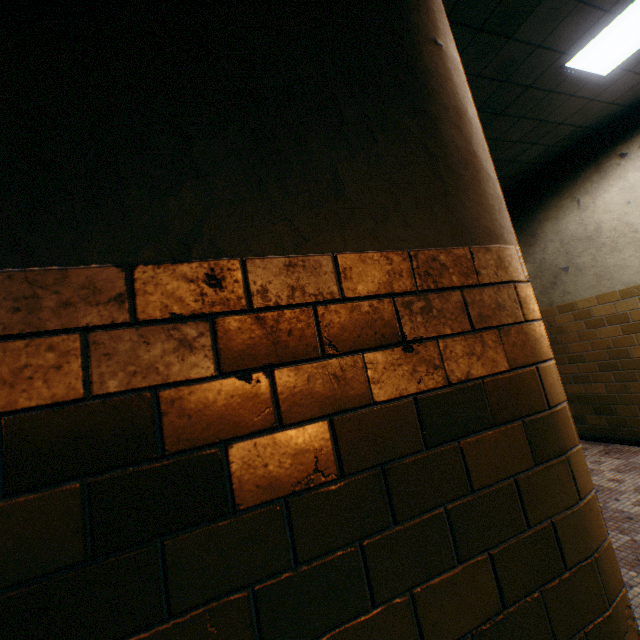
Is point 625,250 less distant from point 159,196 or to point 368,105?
point 368,105
